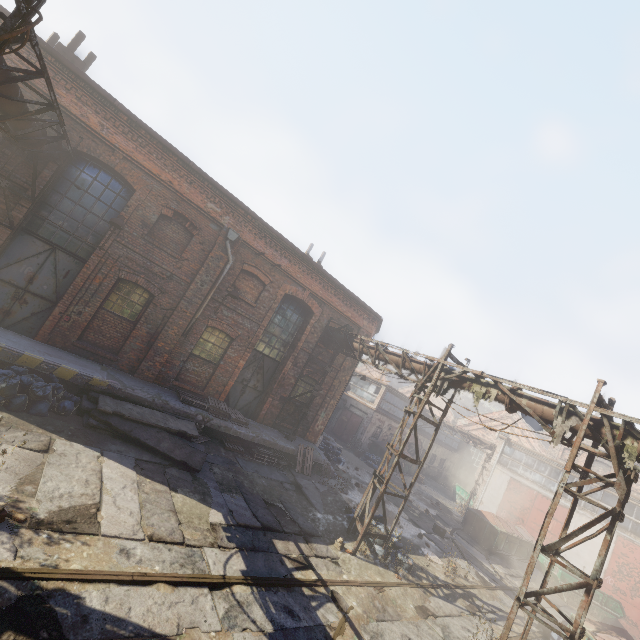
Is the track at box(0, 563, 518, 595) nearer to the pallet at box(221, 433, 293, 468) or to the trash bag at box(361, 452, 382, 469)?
the pallet at box(221, 433, 293, 468)

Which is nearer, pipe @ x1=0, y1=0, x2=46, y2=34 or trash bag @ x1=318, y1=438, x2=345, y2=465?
pipe @ x1=0, y1=0, x2=46, y2=34

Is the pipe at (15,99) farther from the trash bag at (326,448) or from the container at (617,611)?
the container at (617,611)

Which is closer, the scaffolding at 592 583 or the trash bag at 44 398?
the scaffolding at 592 583

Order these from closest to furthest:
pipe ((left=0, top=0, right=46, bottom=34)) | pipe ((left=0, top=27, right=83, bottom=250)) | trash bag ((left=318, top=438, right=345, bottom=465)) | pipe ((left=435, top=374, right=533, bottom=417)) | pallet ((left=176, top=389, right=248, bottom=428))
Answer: pipe ((left=0, top=0, right=46, bottom=34)) < pipe ((left=0, top=27, right=83, bottom=250)) < pipe ((left=435, top=374, right=533, bottom=417)) < pallet ((left=176, top=389, right=248, bottom=428)) < trash bag ((left=318, top=438, right=345, bottom=465))

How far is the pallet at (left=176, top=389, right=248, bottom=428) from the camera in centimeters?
1192cm

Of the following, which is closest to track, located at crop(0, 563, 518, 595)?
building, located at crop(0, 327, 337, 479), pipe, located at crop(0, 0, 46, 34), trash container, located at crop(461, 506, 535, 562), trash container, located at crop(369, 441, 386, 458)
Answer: pipe, located at crop(0, 0, 46, 34)

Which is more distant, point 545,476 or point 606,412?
point 545,476
